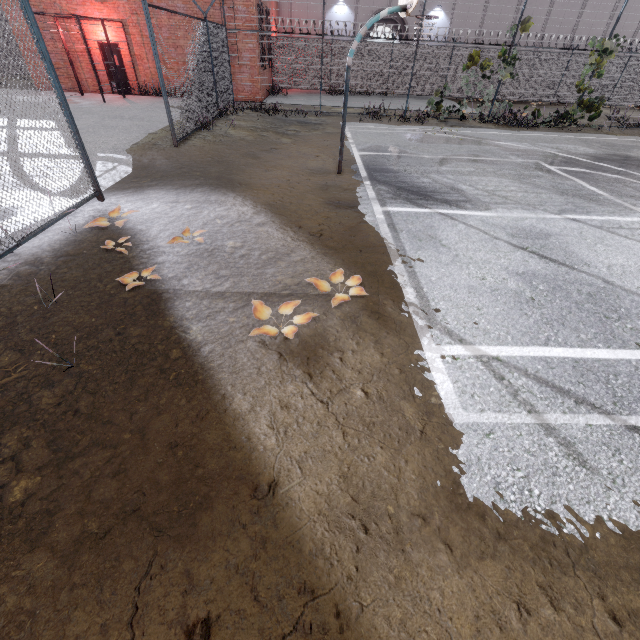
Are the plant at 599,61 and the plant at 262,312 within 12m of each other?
no

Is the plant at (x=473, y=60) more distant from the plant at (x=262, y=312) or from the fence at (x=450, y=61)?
the plant at (x=262, y=312)

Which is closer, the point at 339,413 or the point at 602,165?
the point at 339,413

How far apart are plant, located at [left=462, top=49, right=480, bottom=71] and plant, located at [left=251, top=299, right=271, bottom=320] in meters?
15.9 m

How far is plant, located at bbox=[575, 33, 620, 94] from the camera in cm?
1342

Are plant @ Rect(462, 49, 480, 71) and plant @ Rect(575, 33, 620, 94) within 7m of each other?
yes

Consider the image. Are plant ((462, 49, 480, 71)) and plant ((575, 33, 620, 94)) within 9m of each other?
yes

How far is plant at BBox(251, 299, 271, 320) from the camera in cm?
329
